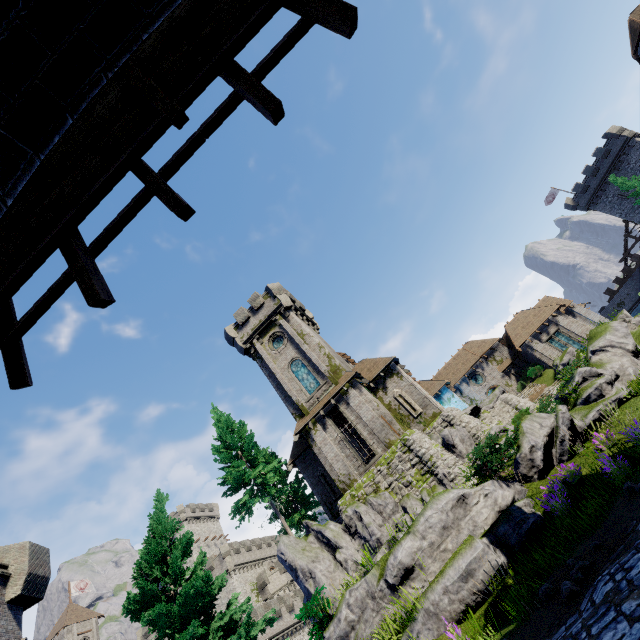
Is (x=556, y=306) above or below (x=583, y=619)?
above

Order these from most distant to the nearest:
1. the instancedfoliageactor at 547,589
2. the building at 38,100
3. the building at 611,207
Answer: the building at 611,207 → the instancedfoliageactor at 547,589 → the building at 38,100

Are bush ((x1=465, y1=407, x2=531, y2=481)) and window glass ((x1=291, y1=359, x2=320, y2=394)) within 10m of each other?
no

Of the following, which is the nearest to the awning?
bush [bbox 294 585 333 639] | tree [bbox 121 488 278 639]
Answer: bush [bbox 294 585 333 639]

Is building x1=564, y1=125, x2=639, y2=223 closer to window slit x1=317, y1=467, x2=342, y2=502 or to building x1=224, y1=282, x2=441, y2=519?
building x1=224, y1=282, x2=441, y2=519

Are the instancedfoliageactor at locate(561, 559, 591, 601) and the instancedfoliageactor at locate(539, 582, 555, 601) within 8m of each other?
yes

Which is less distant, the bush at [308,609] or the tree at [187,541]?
the bush at [308,609]

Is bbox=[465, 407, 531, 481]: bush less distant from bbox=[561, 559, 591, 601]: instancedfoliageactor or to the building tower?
bbox=[561, 559, 591, 601]: instancedfoliageactor
